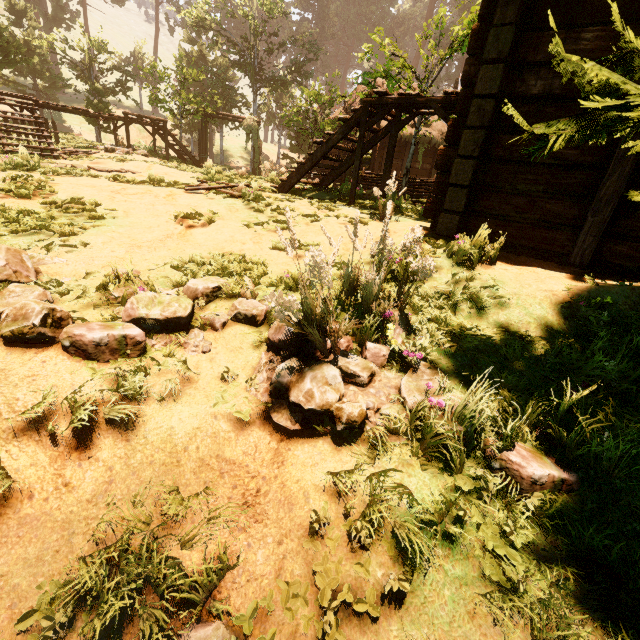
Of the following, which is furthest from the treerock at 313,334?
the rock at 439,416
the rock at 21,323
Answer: the rock at 21,323

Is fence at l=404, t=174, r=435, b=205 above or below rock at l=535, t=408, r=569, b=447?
above

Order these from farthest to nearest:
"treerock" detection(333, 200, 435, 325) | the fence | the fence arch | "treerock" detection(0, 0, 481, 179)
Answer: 1. the fence arch
2. "treerock" detection(0, 0, 481, 179)
3. the fence
4. "treerock" detection(333, 200, 435, 325)

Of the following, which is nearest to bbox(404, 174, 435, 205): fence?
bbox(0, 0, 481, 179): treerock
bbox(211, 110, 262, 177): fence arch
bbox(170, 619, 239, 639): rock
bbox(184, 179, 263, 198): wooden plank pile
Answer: bbox(211, 110, 262, 177): fence arch

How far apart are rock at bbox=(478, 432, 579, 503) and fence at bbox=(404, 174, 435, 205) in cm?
968

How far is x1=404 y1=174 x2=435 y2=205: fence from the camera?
11.3 meters

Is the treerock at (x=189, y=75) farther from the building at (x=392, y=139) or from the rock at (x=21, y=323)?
the rock at (x=21, y=323)

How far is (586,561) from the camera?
1.9 meters
